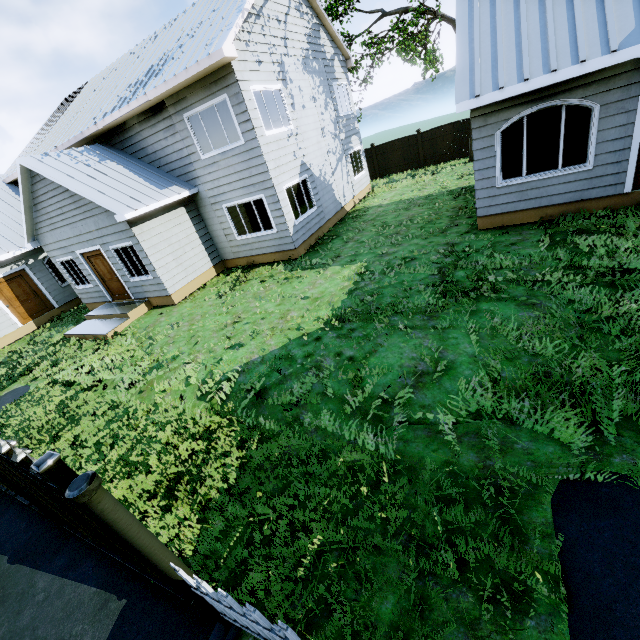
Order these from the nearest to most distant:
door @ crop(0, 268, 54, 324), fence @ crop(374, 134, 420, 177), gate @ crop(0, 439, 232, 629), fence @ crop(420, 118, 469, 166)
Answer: gate @ crop(0, 439, 232, 629) < door @ crop(0, 268, 54, 324) < fence @ crop(420, 118, 469, 166) < fence @ crop(374, 134, 420, 177)

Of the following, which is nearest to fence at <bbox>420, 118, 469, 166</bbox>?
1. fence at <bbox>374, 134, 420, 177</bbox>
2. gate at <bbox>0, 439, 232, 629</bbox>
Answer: fence at <bbox>374, 134, 420, 177</bbox>

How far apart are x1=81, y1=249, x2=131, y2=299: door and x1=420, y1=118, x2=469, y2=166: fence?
18.6 meters

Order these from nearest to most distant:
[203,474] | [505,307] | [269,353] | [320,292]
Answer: [203,474], [505,307], [269,353], [320,292]

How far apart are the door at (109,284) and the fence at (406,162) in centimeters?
1741cm

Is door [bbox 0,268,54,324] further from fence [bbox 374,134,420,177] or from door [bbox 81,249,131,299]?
fence [bbox 374,134,420,177]

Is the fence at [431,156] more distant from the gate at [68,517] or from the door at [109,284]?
the gate at [68,517]

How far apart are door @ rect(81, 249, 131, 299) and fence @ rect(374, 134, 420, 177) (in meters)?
17.41
